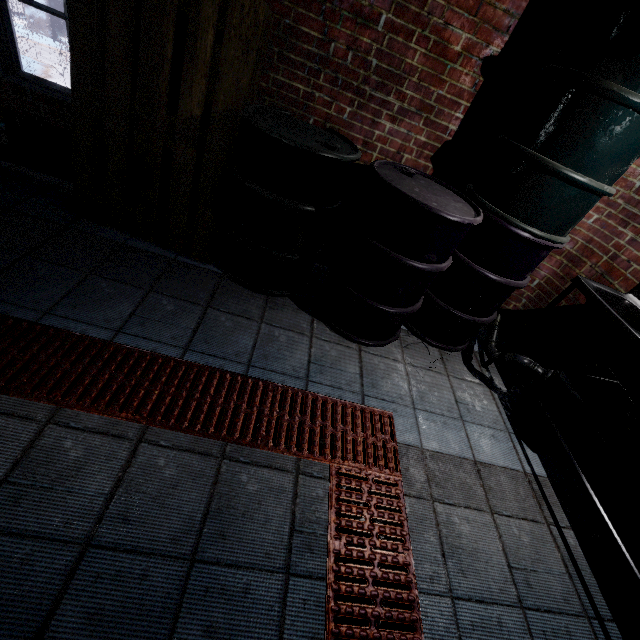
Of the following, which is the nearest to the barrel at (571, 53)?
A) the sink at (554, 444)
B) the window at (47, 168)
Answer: the sink at (554, 444)

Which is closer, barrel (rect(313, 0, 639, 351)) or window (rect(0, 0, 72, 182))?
barrel (rect(313, 0, 639, 351))

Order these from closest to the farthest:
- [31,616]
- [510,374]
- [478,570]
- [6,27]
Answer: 1. [31,616]
2. [478,570]
3. [6,27]
4. [510,374]

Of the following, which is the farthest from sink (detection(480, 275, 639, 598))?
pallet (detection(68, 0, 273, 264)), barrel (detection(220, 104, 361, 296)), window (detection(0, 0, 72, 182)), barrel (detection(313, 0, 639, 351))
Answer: window (detection(0, 0, 72, 182))

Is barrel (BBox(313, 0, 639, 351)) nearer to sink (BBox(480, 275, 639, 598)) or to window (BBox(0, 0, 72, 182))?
sink (BBox(480, 275, 639, 598))

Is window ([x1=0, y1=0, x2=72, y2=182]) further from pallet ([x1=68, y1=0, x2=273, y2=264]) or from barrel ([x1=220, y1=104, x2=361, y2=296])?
barrel ([x1=220, y1=104, x2=361, y2=296])

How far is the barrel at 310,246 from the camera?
1.77m

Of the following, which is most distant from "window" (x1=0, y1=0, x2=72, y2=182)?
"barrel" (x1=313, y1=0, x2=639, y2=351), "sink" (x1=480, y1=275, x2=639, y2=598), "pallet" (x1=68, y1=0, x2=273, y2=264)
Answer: "sink" (x1=480, y1=275, x2=639, y2=598)
